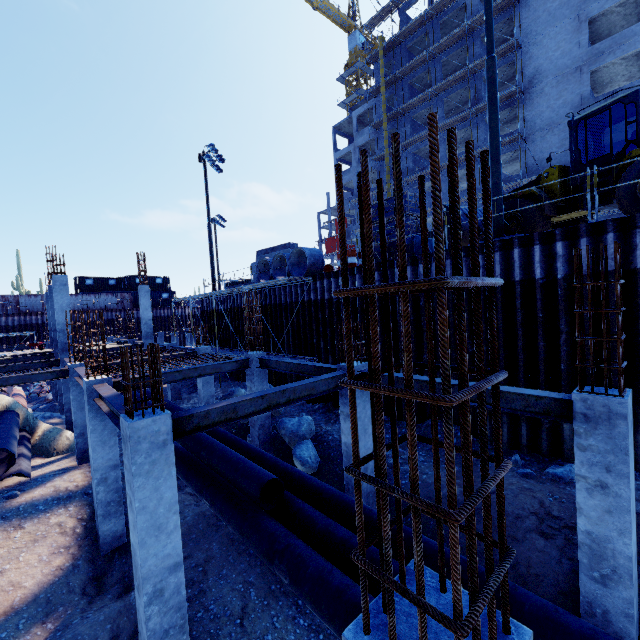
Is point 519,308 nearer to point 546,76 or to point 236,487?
point 236,487

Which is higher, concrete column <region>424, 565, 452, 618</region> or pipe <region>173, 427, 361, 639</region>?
concrete column <region>424, 565, 452, 618</region>

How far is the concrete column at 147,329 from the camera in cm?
2289

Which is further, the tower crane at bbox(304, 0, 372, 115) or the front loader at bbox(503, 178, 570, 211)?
the tower crane at bbox(304, 0, 372, 115)

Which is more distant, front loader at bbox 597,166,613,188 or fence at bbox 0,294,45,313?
fence at bbox 0,294,45,313

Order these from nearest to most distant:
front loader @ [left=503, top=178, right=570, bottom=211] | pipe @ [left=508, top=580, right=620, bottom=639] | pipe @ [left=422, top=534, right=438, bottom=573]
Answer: pipe @ [left=508, top=580, right=620, bottom=639] → pipe @ [left=422, top=534, right=438, bottom=573] → front loader @ [left=503, top=178, right=570, bottom=211]

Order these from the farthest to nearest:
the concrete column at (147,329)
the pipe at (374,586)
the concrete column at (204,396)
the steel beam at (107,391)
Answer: the concrete column at (147,329)
the concrete column at (204,396)
the steel beam at (107,391)
the pipe at (374,586)

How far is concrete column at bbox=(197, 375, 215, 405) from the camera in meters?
15.6
